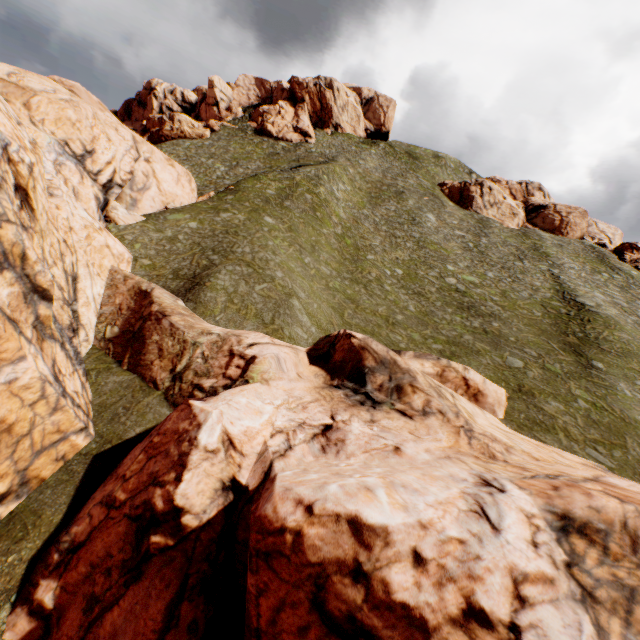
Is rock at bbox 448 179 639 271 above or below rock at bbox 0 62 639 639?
above

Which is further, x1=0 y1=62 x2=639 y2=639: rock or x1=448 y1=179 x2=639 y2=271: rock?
x1=448 y1=179 x2=639 y2=271: rock

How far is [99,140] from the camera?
22.1 meters

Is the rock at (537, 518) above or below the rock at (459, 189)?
below

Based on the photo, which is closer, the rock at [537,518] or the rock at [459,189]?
the rock at [537,518]
